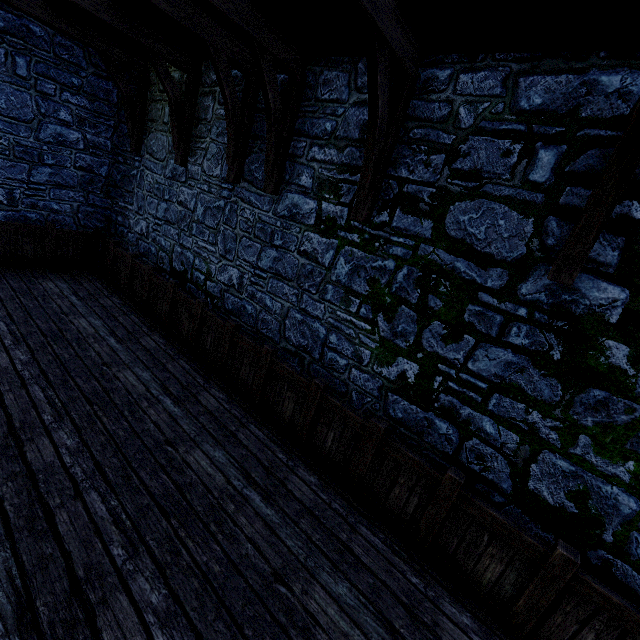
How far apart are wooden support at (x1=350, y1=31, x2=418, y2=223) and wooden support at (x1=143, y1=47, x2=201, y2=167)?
4.2m

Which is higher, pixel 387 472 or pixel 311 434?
pixel 387 472

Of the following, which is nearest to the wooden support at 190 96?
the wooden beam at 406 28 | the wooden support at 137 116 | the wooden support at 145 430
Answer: the wooden support at 137 116

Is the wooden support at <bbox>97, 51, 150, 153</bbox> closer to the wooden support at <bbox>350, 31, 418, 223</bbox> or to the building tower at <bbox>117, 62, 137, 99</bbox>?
the building tower at <bbox>117, 62, 137, 99</bbox>

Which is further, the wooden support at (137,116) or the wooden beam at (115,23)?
the wooden support at (137,116)

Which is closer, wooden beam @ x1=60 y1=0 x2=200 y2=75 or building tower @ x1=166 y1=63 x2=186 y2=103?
wooden beam @ x1=60 y1=0 x2=200 y2=75

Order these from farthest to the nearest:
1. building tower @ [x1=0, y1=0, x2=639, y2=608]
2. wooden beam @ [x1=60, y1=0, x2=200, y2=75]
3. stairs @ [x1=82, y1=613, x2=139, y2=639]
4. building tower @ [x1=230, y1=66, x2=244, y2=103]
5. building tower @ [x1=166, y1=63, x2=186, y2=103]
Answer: building tower @ [x1=166, y1=63, x2=186, y2=103]
building tower @ [x1=230, y1=66, x2=244, y2=103]
wooden beam @ [x1=60, y1=0, x2=200, y2=75]
building tower @ [x1=0, y1=0, x2=639, y2=608]
stairs @ [x1=82, y1=613, x2=139, y2=639]

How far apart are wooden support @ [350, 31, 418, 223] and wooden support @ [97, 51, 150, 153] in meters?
6.2 m
